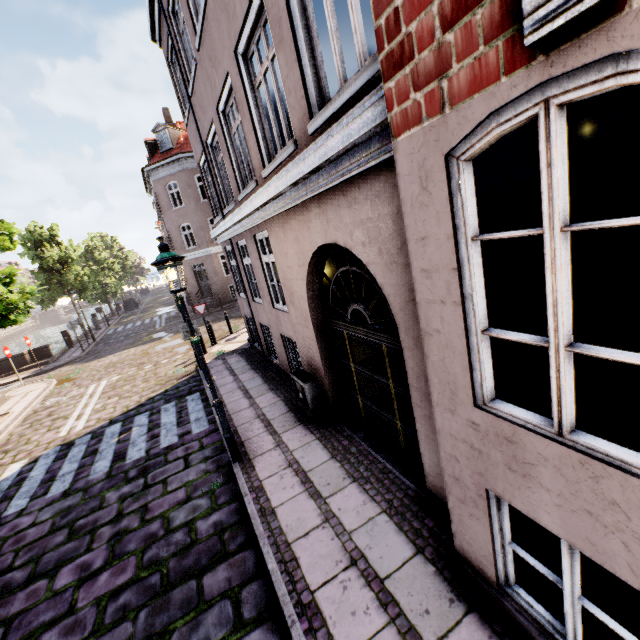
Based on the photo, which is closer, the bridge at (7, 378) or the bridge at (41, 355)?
the bridge at (7, 378)

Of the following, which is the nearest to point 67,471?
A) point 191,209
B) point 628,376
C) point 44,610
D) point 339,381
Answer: point 44,610

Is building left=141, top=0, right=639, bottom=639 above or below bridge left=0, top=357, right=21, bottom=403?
above

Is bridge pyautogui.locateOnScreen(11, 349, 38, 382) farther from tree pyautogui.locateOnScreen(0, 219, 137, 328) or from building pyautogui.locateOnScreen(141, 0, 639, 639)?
building pyautogui.locateOnScreen(141, 0, 639, 639)

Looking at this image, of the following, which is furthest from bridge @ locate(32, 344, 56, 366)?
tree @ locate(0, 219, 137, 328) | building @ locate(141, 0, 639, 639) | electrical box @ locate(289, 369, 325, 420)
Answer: electrical box @ locate(289, 369, 325, 420)

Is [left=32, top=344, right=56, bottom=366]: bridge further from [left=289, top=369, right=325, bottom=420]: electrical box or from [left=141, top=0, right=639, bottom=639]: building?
[left=289, top=369, right=325, bottom=420]: electrical box

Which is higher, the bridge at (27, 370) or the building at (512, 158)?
the building at (512, 158)
